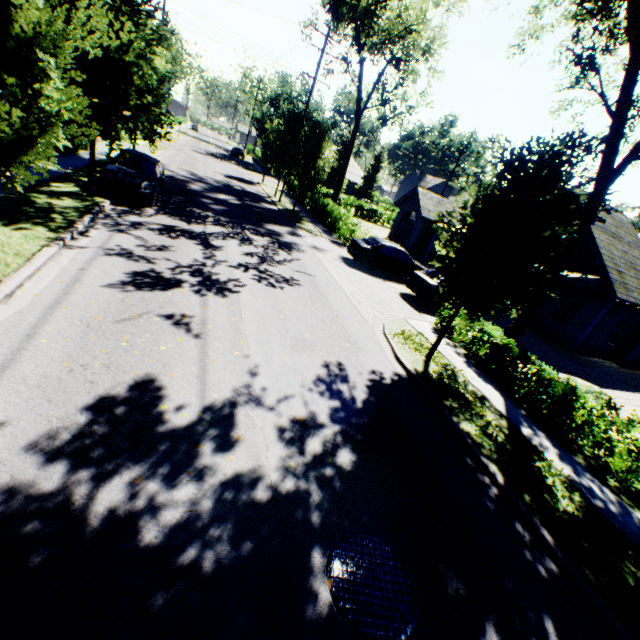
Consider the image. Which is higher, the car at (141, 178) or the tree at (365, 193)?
the tree at (365, 193)

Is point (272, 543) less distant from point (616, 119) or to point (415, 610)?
point (415, 610)

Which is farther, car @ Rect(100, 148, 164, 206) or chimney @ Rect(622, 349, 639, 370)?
chimney @ Rect(622, 349, 639, 370)

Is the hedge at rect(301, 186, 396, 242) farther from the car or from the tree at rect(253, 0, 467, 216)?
the car

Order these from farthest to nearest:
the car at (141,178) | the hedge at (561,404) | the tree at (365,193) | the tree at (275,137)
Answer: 1. the tree at (365,193)
2. the tree at (275,137)
3. the car at (141,178)
4. the hedge at (561,404)

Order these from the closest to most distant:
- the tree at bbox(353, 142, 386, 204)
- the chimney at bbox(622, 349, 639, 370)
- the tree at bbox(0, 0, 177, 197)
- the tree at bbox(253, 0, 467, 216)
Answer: the tree at bbox(0, 0, 177, 197) < the chimney at bbox(622, 349, 639, 370) < the tree at bbox(253, 0, 467, 216) < the tree at bbox(353, 142, 386, 204)

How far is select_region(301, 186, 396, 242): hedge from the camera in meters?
21.3 m

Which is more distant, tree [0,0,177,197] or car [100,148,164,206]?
car [100,148,164,206]
